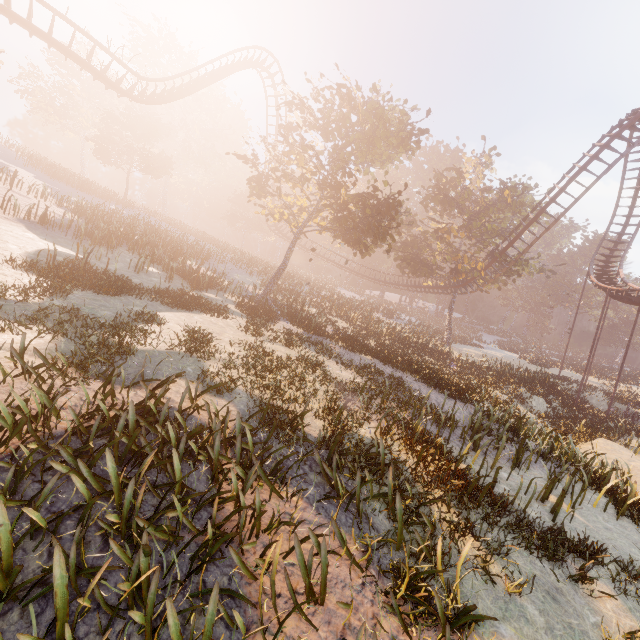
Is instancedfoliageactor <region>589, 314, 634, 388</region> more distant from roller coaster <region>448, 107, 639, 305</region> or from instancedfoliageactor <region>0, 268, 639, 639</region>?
instancedfoliageactor <region>0, 268, 639, 639</region>

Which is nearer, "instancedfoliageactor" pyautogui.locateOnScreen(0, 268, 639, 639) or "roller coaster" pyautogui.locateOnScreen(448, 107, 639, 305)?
"instancedfoliageactor" pyautogui.locateOnScreen(0, 268, 639, 639)

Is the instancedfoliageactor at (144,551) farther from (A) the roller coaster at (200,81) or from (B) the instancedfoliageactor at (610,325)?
(B) the instancedfoliageactor at (610,325)

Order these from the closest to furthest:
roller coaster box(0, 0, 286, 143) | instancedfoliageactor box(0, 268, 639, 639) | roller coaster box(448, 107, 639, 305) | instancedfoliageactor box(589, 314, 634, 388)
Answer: instancedfoliageactor box(0, 268, 639, 639) → roller coaster box(0, 0, 286, 143) → roller coaster box(448, 107, 639, 305) → instancedfoliageactor box(589, 314, 634, 388)

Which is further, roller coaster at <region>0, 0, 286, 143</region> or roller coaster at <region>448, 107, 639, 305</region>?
roller coaster at <region>448, 107, 639, 305</region>

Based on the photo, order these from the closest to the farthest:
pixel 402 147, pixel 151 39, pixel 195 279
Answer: pixel 195 279 < pixel 402 147 < pixel 151 39

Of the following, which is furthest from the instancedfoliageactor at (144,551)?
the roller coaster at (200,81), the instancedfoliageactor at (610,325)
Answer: the instancedfoliageactor at (610,325)

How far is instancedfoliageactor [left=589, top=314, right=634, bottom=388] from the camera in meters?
39.4
